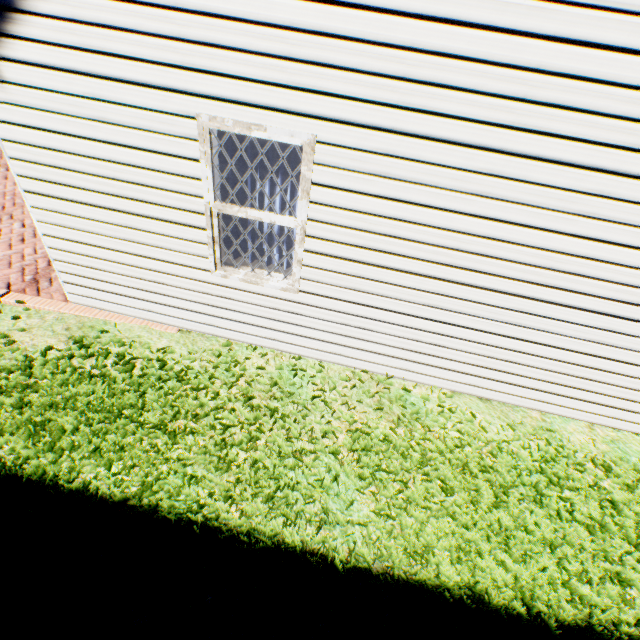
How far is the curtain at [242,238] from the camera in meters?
3.6 m

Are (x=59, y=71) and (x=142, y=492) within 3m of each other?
no

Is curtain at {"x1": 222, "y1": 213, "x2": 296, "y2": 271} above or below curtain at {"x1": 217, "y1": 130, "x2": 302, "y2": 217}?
below

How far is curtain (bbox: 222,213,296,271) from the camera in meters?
3.6 m
